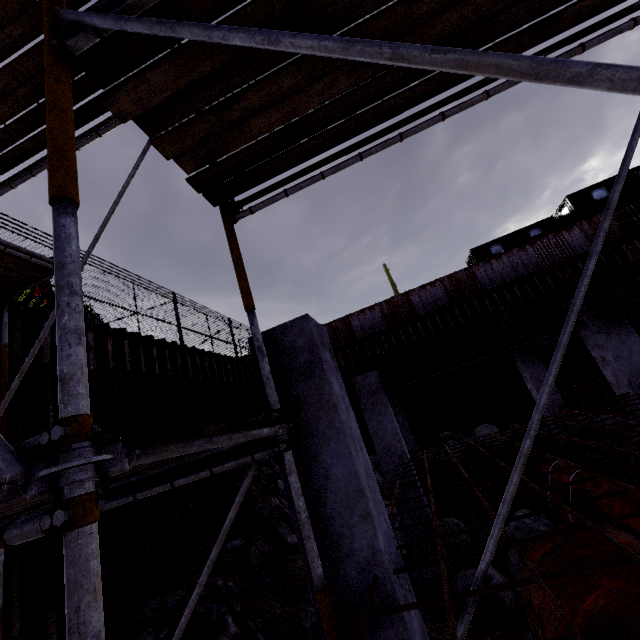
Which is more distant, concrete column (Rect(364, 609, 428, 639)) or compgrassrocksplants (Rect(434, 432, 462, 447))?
compgrassrocksplants (Rect(434, 432, 462, 447))

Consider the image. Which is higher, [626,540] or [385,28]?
[385,28]

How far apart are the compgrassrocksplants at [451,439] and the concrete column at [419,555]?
4.9 meters

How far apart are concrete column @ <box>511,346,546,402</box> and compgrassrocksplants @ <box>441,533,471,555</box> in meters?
4.4

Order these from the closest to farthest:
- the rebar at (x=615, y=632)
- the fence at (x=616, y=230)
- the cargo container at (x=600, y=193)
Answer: the rebar at (x=615, y=632), the fence at (x=616, y=230), the cargo container at (x=600, y=193)

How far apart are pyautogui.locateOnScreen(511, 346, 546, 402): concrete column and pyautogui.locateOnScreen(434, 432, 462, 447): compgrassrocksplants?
2.75m

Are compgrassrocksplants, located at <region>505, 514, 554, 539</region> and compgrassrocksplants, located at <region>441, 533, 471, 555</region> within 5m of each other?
yes

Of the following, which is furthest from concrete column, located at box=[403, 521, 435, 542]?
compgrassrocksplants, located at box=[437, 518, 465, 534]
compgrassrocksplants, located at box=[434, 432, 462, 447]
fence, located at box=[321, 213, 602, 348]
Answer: fence, located at box=[321, 213, 602, 348]
